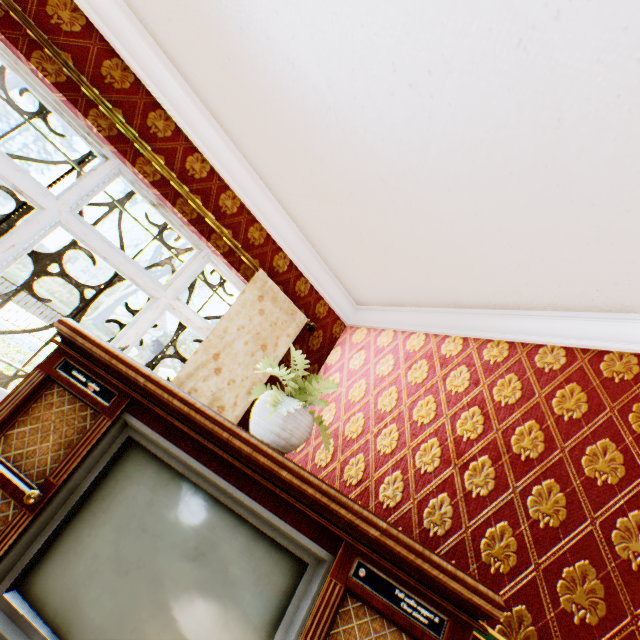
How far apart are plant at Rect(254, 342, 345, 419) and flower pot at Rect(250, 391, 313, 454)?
0.0m

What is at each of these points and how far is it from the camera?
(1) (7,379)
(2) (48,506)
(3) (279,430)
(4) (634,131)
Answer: (1) building, 2.2 meters
(2) tv, 1.3 meters
(3) flower pot, 1.6 meters
(4) building, 1.3 meters

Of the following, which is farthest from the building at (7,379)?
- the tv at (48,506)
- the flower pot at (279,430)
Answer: the flower pot at (279,430)

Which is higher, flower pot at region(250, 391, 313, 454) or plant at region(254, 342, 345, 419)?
plant at region(254, 342, 345, 419)

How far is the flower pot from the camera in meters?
1.6 m

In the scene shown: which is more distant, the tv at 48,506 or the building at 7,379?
the building at 7,379

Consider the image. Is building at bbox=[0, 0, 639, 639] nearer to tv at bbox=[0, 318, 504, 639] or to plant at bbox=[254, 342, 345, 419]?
tv at bbox=[0, 318, 504, 639]
